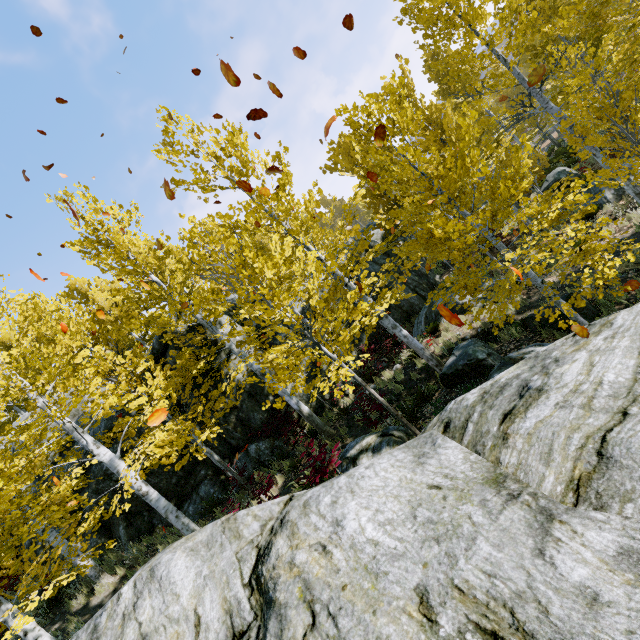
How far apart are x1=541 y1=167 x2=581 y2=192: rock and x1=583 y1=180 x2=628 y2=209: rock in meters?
1.2

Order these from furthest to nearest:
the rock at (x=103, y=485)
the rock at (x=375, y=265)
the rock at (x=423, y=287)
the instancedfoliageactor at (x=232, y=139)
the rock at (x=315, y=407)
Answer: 1. the rock at (x=375, y=265)
2. the rock at (x=423, y=287)
3. the rock at (x=315, y=407)
4. the rock at (x=103, y=485)
5. the instancedfoliageactor at (x=232, y=139)

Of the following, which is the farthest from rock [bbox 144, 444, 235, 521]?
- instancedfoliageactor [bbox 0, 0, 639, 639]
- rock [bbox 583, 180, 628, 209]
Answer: rock [bbox 583, 180, 628, 209]

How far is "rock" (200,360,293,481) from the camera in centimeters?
1206cm

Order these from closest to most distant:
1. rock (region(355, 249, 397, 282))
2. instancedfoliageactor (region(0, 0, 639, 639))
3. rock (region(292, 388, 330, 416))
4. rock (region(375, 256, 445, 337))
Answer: instancedfoliageactor (region(0, 0, 639, 639)), rock (region(292, 388, 330, 416)), rock (region(375, 256, 445, 337)), rock (region(355, 249, 397, 282))

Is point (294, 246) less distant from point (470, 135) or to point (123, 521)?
point (470, 135)

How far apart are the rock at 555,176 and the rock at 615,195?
1.2m

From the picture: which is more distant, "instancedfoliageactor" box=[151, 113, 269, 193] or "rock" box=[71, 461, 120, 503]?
"rock" box=[71, 461, 120, 503]
